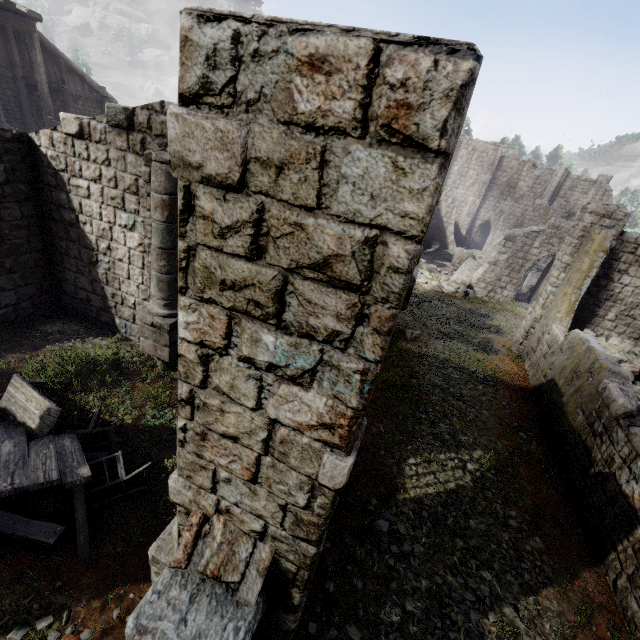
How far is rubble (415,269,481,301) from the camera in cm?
2361

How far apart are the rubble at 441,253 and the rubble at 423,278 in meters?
7.8 m

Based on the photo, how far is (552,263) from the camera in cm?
2306

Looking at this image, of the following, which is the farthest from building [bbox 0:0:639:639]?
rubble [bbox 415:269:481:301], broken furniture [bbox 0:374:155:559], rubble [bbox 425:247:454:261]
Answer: broken furniture [bbox 0:374:155:559]

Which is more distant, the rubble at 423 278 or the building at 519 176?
the rubble at 423 278

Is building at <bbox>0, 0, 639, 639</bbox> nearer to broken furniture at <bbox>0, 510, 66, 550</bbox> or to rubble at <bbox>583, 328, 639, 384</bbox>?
rubble at <bbox>583, 328, 639, 384</bbox>

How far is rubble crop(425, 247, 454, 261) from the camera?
32.3 meters

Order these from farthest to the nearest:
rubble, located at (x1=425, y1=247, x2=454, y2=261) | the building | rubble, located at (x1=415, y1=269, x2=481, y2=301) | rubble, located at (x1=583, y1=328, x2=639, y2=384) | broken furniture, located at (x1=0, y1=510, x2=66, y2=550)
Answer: rubble, located at (x1=425, y1=247, x2=454, y2=261) → rubble, located at (x1=415, y1=269, x2=481, y2=301) → rubble, located at (x1=583, y1=328, x2=639, y2=384) → broken furniture, located at (x1=0, y1=510, x2=66, y2=550) → the building
